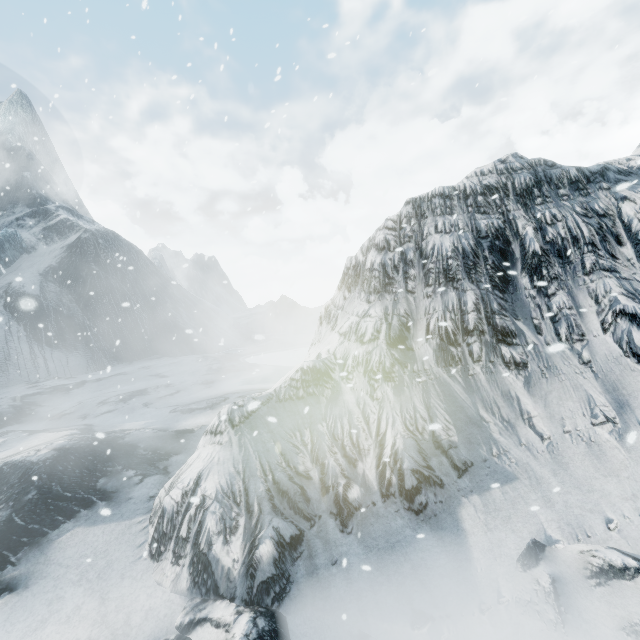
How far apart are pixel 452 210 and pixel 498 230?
1.0m
